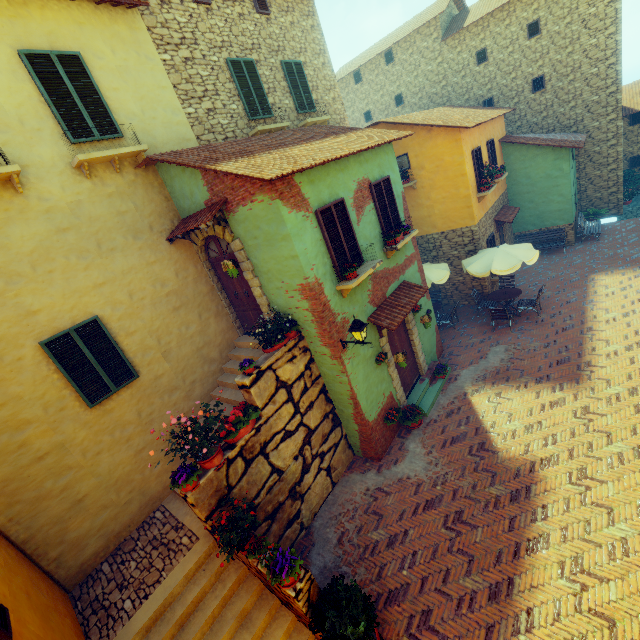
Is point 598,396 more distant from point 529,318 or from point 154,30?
point 154,30

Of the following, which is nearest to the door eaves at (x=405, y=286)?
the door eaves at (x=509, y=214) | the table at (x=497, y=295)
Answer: the table at (x=497, y=295)

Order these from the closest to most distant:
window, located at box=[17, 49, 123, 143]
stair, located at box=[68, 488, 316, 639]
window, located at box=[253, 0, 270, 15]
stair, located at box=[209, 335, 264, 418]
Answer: stair, located at box=[68, 488, 316, 639] < window, located at box=[17, 49, 123, 143] < stair, located at box=[209, 335, 264, 418] < window, located at box=[253, 0, 270, 15]

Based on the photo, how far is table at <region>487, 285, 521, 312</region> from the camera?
12.5m

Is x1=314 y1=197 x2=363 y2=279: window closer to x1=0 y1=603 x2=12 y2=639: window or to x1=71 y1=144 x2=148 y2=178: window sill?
A: x1=0 y1=603 x2=12 y2=639: window

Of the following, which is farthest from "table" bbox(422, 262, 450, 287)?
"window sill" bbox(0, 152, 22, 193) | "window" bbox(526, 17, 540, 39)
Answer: "window sill" bbox(0, 152, 22, 193)

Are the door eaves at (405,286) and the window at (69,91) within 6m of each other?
no

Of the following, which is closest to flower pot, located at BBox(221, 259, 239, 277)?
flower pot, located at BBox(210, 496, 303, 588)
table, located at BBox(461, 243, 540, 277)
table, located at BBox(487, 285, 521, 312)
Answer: flower pot, located at BBox(210, 496, 303, 588)
